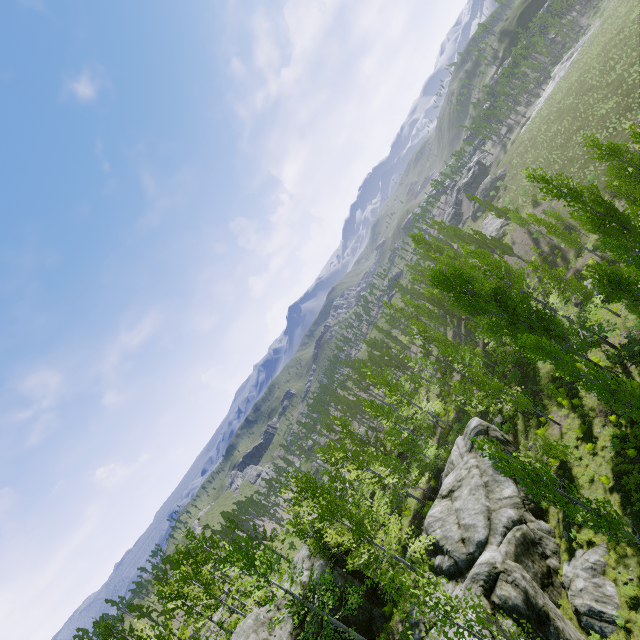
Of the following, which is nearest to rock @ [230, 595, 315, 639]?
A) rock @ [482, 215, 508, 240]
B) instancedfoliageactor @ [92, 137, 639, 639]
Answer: instancedfoliageactor @ [92, 137, 639, 639]

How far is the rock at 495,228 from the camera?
51.8m

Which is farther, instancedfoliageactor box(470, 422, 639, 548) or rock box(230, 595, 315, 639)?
rock box(230, 595, 315, 639)

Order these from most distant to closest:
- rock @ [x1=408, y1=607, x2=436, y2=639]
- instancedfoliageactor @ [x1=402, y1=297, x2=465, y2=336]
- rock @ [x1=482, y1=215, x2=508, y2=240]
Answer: rock @ [x1=482, y1=215, x2=508, y2=240] → instancedfoliageactor @ [x1=402, y1=297, x2=465, y2=336] → rock @ [x1=408, y1=607, x2=436, y2=639]

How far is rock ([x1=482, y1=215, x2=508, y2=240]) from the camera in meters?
51.8

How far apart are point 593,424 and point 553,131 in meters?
52.7

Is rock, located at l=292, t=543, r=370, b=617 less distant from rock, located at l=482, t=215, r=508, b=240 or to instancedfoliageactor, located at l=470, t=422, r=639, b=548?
instancedfoliageactor, located at l=470, t=422, r=639, b=548

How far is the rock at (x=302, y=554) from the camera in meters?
22.2 m
